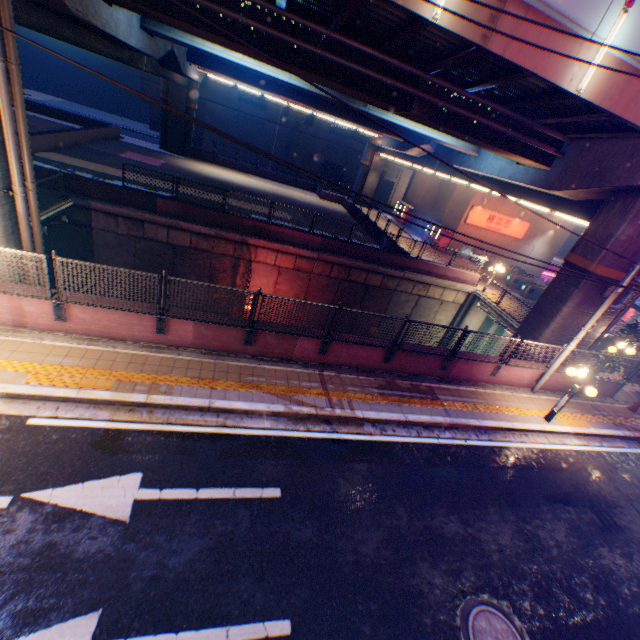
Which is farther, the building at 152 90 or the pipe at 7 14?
the building at 152 90

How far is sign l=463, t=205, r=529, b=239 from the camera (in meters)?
28.72

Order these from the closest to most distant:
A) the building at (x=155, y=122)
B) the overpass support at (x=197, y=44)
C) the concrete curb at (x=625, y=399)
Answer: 1. the overpass support at (x=197, y=44)
2. the concrete curb at (x=625, y=399)
3. the building at (x=155, y=122)

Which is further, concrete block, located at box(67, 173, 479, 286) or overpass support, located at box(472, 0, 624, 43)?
concrete block, located at box(67, 173, 479, 286)

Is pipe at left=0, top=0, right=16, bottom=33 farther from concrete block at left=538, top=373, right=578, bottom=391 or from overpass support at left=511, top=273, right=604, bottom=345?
concrete block at left=538, top=373, right=578, bottom=391

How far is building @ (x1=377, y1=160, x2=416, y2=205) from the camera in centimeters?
4953cm

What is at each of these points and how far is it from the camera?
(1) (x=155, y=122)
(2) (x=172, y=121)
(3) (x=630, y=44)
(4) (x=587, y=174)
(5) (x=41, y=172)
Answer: (1) building, 44.7 meters
(2) overpass support, 32.2 meters
(3) overpass support, 9.0 meters
(4) overpass support, 12.5 meters
(5) concrete block, 15.2 meters

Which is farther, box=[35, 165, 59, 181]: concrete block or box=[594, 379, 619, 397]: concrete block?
box=[35, 165, 59, 181]: concrete block
